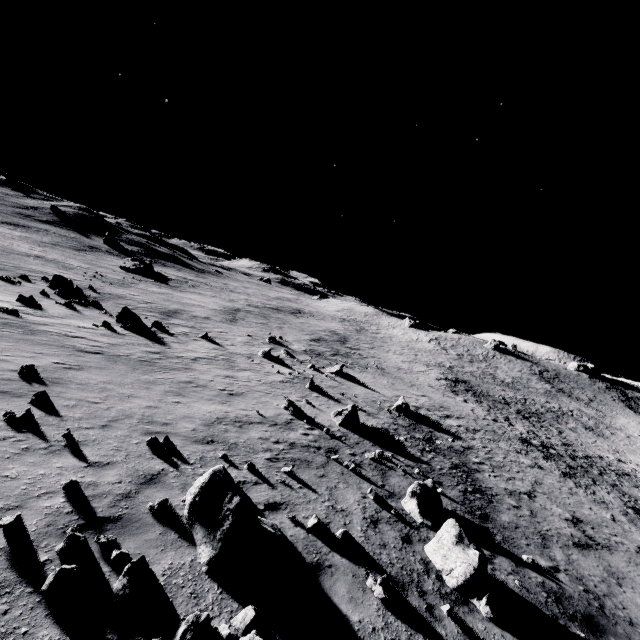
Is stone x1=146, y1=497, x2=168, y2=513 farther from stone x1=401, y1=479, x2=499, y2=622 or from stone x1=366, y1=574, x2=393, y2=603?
stone x1=401, y1=479, x2=499, y2=622

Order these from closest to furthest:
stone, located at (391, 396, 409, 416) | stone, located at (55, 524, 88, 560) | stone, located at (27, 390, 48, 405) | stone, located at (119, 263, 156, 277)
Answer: stone, located at (55, 524, 88, 560) → stone, located at (27, 390, 48, 405) → stone, located at (391, 396, 409, 416) → stone, located at (119, 263, 156, 277)

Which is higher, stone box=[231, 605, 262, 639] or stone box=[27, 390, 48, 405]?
stone box=[231, 605, 262, 639]

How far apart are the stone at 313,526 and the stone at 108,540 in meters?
4.3 m

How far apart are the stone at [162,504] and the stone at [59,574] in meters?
1.8

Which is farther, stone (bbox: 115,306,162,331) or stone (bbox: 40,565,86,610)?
stone (bbox: 115,306,162,331)

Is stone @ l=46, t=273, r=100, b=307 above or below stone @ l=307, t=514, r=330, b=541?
below

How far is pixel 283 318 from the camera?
57.8 meters
